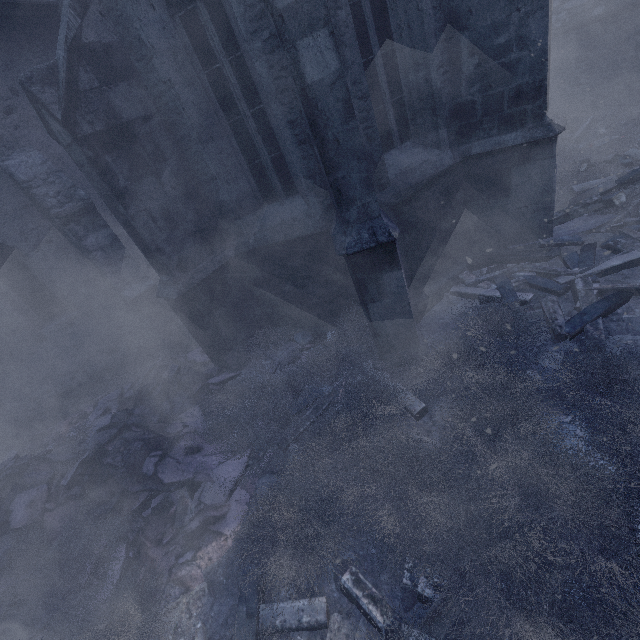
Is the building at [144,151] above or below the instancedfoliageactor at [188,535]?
above

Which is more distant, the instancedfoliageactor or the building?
the building

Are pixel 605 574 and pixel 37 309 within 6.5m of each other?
no

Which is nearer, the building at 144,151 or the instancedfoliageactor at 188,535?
the instancedfoliageactor at 188,535

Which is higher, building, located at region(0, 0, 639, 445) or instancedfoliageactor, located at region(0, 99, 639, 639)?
building, located at region(0, 0, 639, 445)
